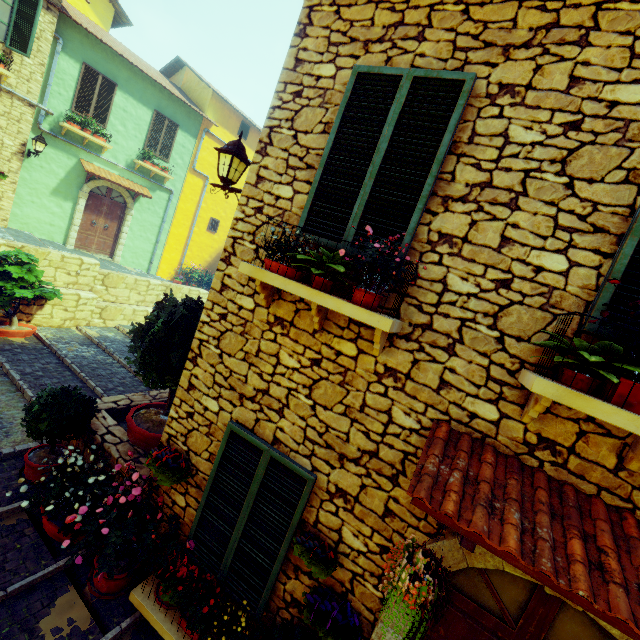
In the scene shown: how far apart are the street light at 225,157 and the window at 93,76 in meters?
10.5

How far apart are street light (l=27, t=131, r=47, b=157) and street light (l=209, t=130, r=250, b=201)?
10.27m

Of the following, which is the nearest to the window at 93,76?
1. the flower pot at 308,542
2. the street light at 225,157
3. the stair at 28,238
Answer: the stair at 28,238

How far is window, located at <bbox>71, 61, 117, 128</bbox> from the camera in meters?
11.1 m

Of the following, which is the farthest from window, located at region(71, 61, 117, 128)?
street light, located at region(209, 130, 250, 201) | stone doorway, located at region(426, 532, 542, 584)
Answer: stone doorway, located at region(426, 532, 542, 584)

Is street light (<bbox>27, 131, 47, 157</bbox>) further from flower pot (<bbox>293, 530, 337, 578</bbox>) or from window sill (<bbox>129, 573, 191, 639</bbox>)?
flower pot (<bbox>293, 530, 337, 578</bbox>)

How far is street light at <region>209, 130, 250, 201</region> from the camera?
4.0 meters

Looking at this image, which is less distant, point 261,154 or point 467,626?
point 467,626
